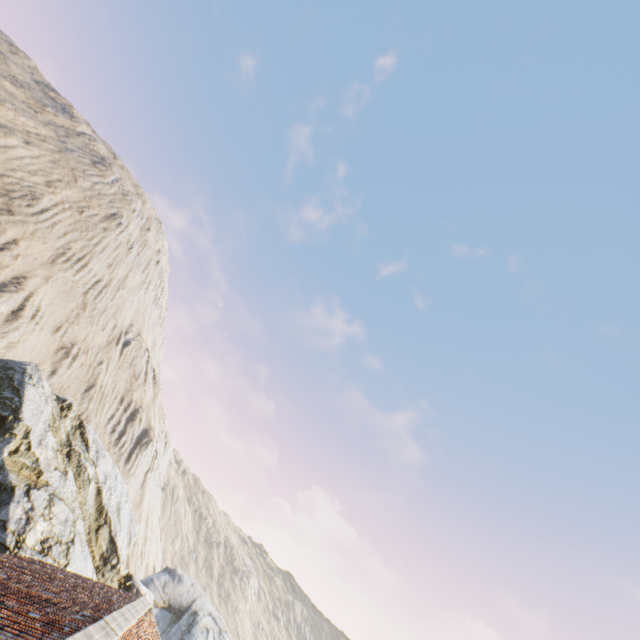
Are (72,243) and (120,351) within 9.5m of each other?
no
